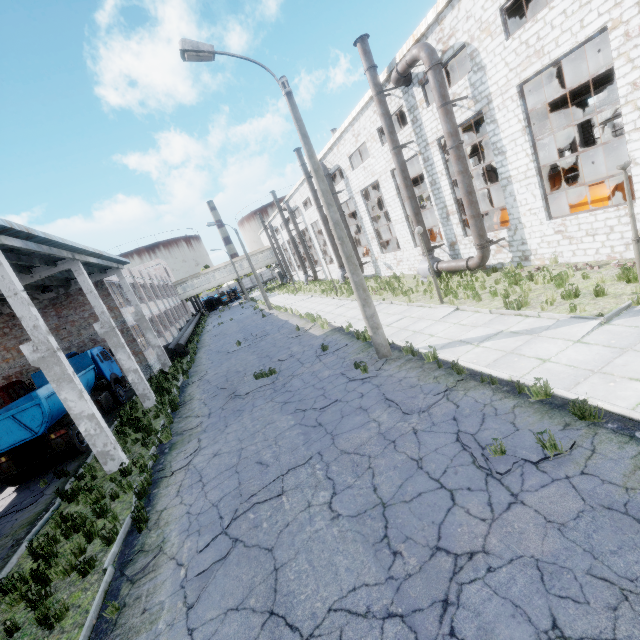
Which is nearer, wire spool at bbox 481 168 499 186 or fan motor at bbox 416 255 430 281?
fan motor at bbox 416 255 430 281

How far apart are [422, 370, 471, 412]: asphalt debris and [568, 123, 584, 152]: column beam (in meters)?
28.56

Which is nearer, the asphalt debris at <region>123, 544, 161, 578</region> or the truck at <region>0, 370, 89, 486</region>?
the asphalt debris at <region>123, 544, 161, 578</region>

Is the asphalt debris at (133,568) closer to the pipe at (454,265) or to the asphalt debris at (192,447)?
the asphalt debris at (192,447)

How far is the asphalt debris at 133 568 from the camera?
5.85m

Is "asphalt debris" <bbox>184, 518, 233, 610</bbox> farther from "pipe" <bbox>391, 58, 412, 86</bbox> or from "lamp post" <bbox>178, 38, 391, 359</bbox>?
"pipe" <bbox>391, 58, 412, 86</bbox>

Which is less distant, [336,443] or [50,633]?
[50,633]

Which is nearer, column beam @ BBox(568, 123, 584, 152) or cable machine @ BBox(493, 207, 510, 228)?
cable machine @ BBox(493, 207, 510, 228)
